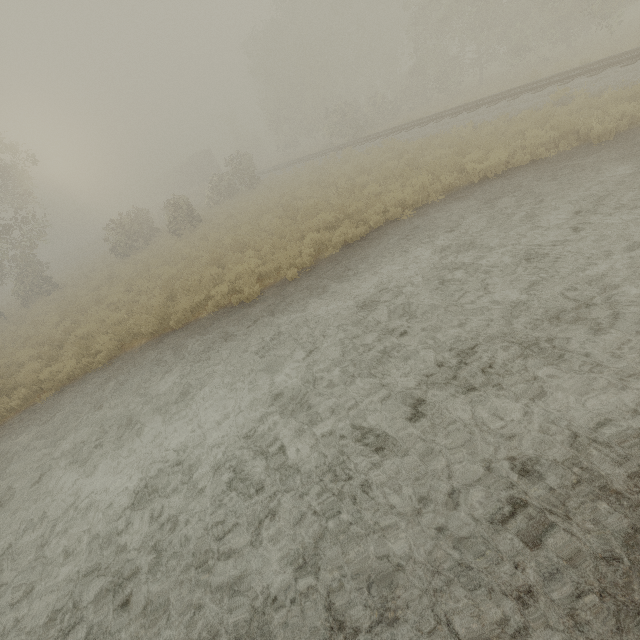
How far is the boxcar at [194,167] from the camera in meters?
45.3 m

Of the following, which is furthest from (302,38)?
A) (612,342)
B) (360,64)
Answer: (612,342)

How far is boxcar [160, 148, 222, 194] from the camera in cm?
4531

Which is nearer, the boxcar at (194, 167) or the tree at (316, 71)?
the tree at (316, 71)

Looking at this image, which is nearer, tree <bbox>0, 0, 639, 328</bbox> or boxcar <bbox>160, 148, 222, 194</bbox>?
tree <bbox>0, 0, 639, 328</bbox>
